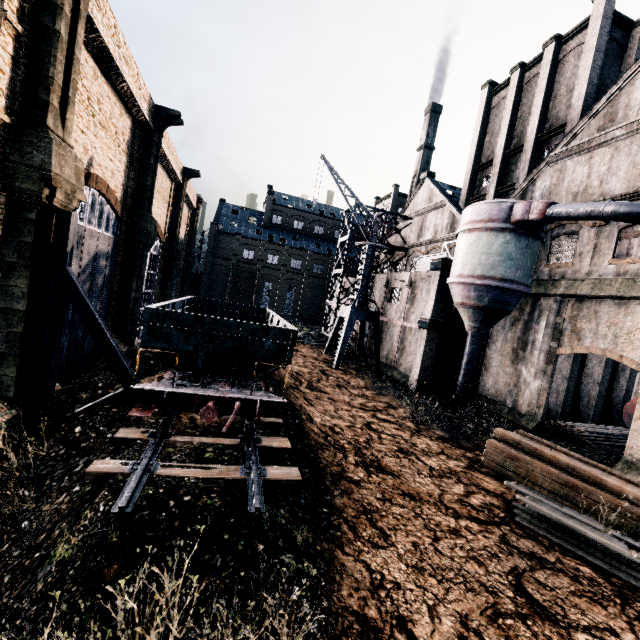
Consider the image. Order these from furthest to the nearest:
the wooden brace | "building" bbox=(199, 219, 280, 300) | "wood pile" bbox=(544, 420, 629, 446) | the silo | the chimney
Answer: "building" bbox=(199, 219, 280, 300) < the chimney < "wood pile" bbox=(544, 420, 629, 446) < the silo < the wooden brace

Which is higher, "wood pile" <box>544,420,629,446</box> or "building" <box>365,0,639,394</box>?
"building" <box>365,0,639,394</box>

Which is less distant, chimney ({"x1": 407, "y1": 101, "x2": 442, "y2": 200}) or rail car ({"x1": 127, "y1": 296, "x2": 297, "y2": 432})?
rail car ({"x1": 127, "y1": 296, "x2": 297, "y2": 432})

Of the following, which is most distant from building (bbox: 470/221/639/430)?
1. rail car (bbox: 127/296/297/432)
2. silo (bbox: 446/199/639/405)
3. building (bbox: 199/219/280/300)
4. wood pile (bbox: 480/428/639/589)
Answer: building (bbox: 199/219/280/300)

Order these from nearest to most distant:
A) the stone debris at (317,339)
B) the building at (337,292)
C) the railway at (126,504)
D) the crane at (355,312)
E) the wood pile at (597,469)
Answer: the railway at (126,504) → the wood pile at (597,469) → the crane at (355,312) → the stone debris at (317,339) → the building at (337,292)

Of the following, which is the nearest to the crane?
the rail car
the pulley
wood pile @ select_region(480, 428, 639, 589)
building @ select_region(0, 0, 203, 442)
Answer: building @ select_region(0, 0, 203, 442)

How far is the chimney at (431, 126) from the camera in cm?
5244

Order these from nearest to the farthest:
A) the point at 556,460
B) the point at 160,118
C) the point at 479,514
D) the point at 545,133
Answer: the point at 479,514
the point at 556,460
the point at 160,118
the point at 545,133
